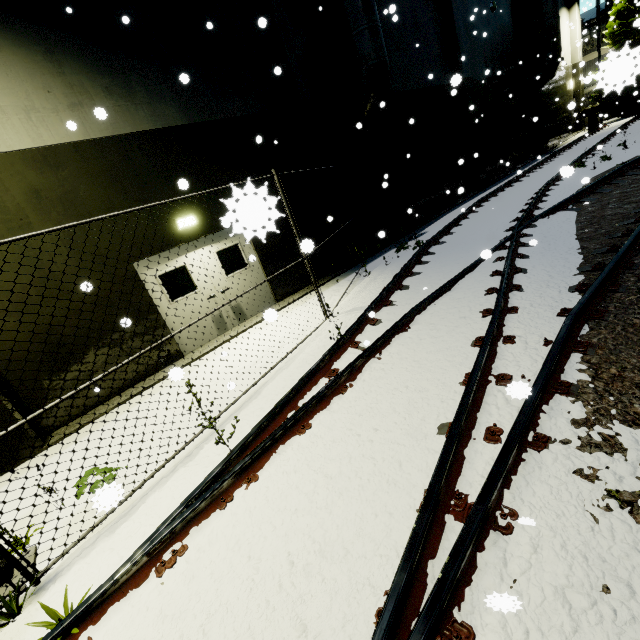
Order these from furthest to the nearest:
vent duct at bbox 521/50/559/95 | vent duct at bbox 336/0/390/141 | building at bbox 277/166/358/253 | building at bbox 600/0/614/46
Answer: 1. building at bbox 600/0/614/46
2. vent duct at bbox 521/50/559/95
3. building at bbox 277/166/358/253
4. vent duct at bbox 336/0/390/141

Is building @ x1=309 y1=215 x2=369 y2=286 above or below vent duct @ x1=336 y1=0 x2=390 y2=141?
below

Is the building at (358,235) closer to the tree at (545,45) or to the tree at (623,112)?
the tree at (545,45)

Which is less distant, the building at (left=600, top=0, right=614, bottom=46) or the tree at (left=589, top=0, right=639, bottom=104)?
the tree at (left=589, top=0, right=639, bottom=104)

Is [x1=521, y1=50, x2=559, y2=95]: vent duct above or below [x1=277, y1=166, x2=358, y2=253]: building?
above

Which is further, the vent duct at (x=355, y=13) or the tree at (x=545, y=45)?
the tree at (x=545, y=45)

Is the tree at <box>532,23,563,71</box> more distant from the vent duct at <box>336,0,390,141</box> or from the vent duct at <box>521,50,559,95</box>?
the vent duct at <box>336,0,390,141</box>

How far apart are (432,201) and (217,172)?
10.0 meters
